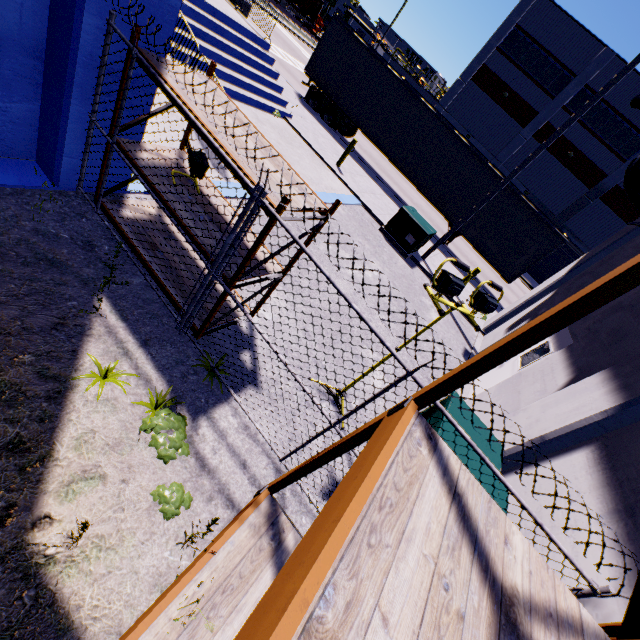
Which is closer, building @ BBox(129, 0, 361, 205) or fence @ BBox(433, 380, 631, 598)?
fence @ BBox(433, 380, 631, 598)

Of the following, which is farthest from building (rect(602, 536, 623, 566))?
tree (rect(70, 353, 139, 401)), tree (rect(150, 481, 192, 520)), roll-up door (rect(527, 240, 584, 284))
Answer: tree (rect(70, 353, 139, 401))

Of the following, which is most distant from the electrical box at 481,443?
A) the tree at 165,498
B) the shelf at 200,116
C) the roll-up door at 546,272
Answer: the roll-up door at 546,272

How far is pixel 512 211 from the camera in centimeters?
1409cm

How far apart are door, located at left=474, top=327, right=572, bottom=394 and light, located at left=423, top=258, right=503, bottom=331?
3.3m

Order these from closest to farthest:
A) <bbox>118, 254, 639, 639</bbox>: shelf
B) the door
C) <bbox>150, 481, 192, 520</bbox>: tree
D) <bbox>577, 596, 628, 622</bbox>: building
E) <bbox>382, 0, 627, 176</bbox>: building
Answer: <bbox>118, 254, 639, 639</bbox>: shelf
<bbox>577, 596, 628, 622</bbox>: building
<bbox>150, 481, 192, 520</bbox>: tree
the door
<bbox>382, 0, 627, 176</bbox>: building

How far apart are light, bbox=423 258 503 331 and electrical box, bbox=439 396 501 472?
0.42m

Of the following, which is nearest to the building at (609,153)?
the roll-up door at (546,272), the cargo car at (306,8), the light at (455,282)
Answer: the roll-up door at (546,272)
